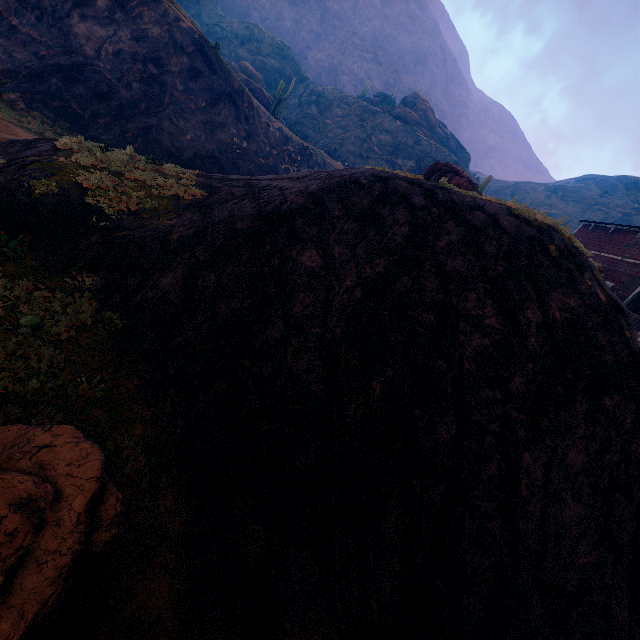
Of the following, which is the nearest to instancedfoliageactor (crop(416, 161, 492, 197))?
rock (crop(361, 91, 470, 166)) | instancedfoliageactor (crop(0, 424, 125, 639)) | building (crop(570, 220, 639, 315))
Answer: rock (crop(361, 91, 470, 166))

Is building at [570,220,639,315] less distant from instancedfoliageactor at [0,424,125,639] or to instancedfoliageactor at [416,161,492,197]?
instancedfoliageactor at [0,424,125,639]

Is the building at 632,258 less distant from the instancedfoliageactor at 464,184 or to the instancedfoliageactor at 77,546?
the instancedfoliageactor at 77,546

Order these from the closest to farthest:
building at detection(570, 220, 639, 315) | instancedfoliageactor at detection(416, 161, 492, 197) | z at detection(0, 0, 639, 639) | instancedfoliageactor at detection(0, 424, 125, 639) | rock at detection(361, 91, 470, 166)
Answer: instancedfoliageactor at detection(0, 424, 125, 639), z at detection(0, 0, 639, 639), instancedfoliageactor at detection(416, 161, 492, 197), building at detection(570, 220, 639, 315), rock at detection(361, 91, 470, 166)

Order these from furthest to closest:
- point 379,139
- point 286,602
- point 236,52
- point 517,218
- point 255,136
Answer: point 236,52 < point 379,139 < point 255,136 < point 517,218 < point 286,602

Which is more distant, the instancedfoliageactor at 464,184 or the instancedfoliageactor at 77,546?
the instancedfoliageactor at 464,184

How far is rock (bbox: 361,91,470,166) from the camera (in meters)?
50.03

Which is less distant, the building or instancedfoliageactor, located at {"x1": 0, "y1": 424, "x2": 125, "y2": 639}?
instancedfoliageactor, located at {"x1": 0, "y1": 424, "x2": 125, "y2": 639}
